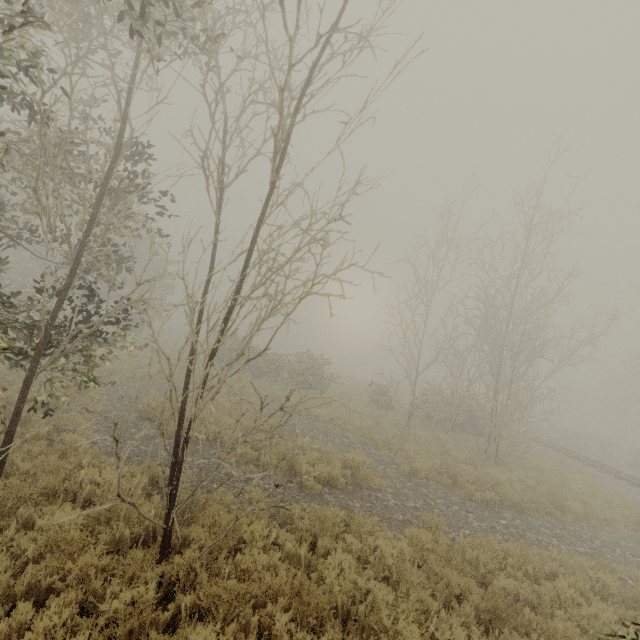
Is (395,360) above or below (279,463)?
above
